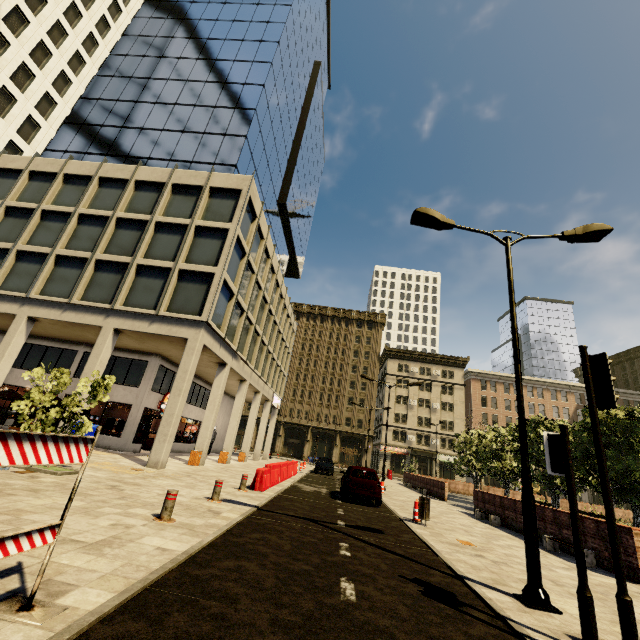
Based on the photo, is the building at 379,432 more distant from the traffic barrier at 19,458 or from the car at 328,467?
the car at 328,467

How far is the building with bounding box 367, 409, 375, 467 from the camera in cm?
5404

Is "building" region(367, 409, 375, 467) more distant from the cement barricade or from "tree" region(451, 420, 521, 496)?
the cement barricade

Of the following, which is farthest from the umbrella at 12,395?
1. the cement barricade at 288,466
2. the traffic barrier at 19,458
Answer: the traffic barrier at 19,458

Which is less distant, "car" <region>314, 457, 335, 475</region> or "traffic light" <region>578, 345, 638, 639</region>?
"traffic light" <region>578, 345, 638, 639</region>

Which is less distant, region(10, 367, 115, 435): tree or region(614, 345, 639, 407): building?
region(10, 367, 115, 435): tree

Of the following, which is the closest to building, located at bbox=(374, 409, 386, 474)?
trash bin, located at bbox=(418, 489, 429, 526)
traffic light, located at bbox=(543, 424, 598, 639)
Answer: traffic light, located at bbox=(543, 424, 598, 639)

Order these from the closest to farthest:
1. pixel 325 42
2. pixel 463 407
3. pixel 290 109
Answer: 1. pixel 290 109
2. pixel 325 42
3. pixel 463 407
